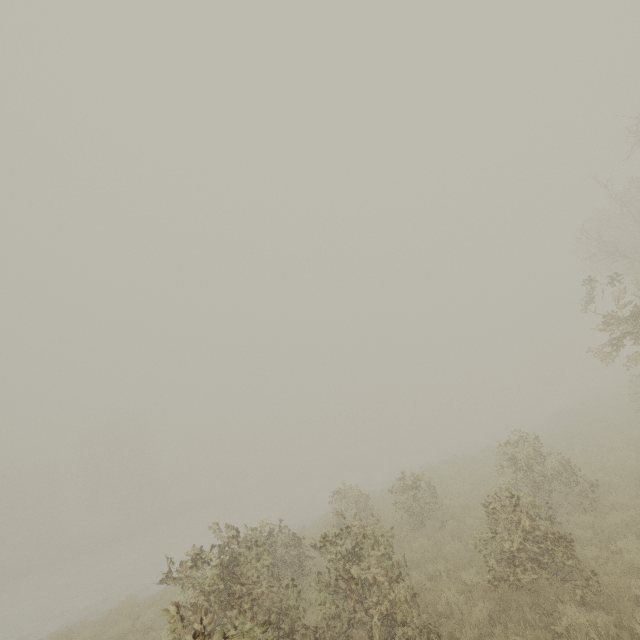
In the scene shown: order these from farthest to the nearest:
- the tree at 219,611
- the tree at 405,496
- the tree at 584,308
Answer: the tree at 405,496 < the tree at 584,308 < the tree at 219,611

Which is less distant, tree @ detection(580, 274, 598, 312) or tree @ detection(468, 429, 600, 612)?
tree @ detection(468, 429, 600, 612)

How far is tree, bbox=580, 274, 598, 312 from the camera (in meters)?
9.85

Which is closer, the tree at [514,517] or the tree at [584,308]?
the tree at [514,517]

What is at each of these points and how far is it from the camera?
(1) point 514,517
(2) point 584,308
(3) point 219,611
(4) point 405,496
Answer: (1) tree, 6.77m
(2) tree, 10.67m
(3) tree, 6.74m
(4) tree, 12.11m
